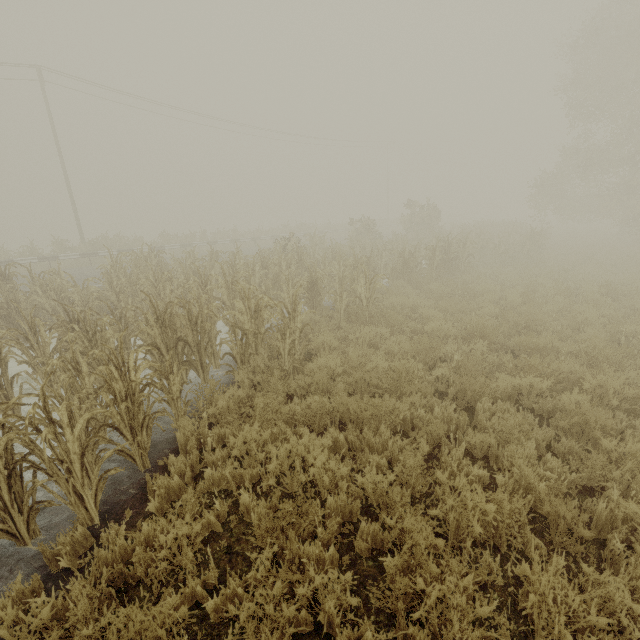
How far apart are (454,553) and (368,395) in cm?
256
